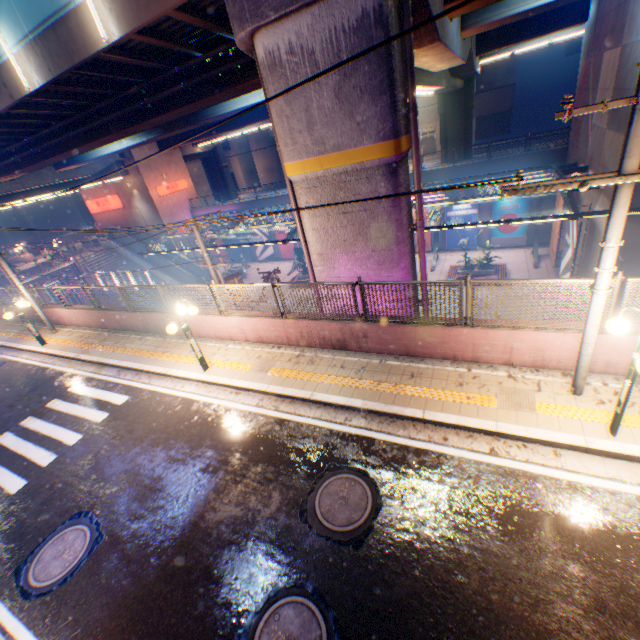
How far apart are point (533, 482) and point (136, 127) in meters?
20.2 m

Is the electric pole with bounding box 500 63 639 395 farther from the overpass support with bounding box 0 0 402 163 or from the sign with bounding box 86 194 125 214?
the sign with bounding box 86 194 125 214

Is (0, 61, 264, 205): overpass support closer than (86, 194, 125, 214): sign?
Yes

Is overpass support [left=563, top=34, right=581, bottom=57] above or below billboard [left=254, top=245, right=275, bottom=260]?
above

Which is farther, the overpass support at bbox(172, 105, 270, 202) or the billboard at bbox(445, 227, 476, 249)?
the overpass support at bbox(172, 105, 270, 202)

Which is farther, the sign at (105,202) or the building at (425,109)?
the building at (425,109)

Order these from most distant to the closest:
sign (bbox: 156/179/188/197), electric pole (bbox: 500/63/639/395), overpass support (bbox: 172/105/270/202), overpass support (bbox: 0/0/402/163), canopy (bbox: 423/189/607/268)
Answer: sign (bbox: 156/179/188/197)
overpass support (bbox: 172/105/270/202)
canopy (bbox: 423/189/607/268)
overpass support (bbox: 0/0/402/163)
electric pole (bbox: 500/63/639/395)

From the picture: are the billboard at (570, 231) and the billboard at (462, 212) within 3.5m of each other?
no
